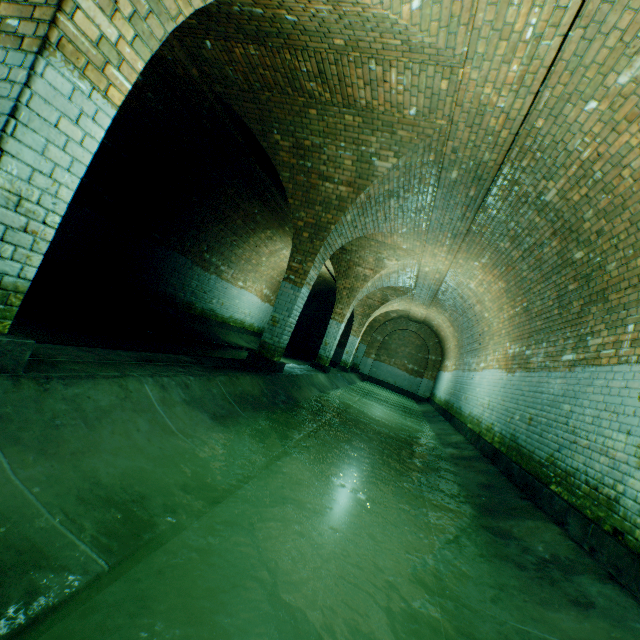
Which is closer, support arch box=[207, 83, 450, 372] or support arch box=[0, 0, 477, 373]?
support arch box=[0, 0, 477, 373]

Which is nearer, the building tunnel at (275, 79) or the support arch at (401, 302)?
the building tunnel at (275, 79)

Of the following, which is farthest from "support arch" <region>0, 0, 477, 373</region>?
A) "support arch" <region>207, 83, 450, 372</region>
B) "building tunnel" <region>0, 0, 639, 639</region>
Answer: "support arch" <region>207, 83, 450, 372</region>

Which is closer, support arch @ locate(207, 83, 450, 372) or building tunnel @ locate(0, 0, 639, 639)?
building tunnel @ locate(0, 0, 639, 639)

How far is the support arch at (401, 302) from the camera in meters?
5.1

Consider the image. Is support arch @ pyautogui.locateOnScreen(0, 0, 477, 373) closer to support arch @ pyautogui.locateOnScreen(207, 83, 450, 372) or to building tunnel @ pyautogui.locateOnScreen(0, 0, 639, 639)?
building tunnel @ pyautogui.locateOnScreen(0, 0, 639, 639)

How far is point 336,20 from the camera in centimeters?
344cm
